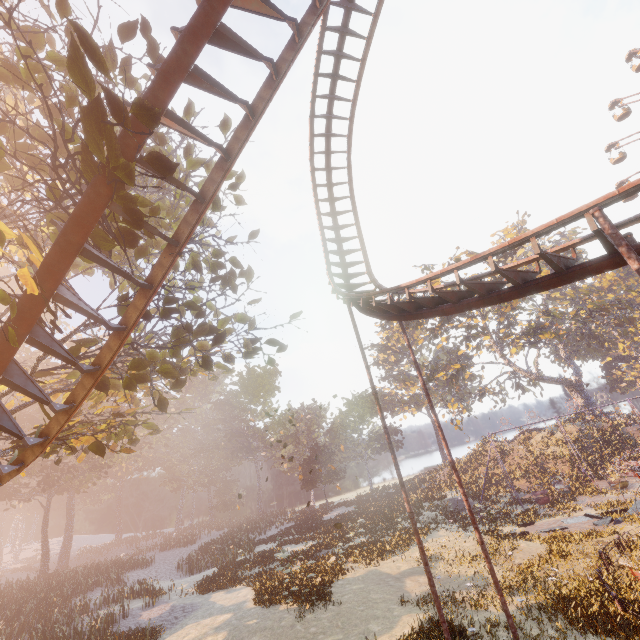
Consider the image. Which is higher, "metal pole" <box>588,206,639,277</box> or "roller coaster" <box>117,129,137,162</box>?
"roller coaster" <box>117,129,137,162</box>

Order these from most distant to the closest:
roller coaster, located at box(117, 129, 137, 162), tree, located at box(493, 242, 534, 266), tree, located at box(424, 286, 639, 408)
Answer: tree, located at box(424, 286, 639, 408) → tree, located at box(493, 242, 534, 266) → roller coaster, located at box(117, 129, 137, 162)

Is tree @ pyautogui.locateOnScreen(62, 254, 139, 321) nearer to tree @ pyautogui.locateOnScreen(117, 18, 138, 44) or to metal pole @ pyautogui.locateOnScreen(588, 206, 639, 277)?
tree @ pyautogui.locateOnScreen(117, 18, 138, 44)

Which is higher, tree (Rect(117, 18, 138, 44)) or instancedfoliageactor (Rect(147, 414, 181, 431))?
instancedfoliageactor (Rect(147, 414, 181, 431))

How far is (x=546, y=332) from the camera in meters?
35.3 m

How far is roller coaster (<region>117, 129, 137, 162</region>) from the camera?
5.1m

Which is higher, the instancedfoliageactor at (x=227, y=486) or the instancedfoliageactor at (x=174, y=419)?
the instancedfoliageactor at (x=174, y=419)

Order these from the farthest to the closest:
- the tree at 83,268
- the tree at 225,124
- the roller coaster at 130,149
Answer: the tree at 225,124 < the tree at 83,268 < the roller coaster at 130,149
